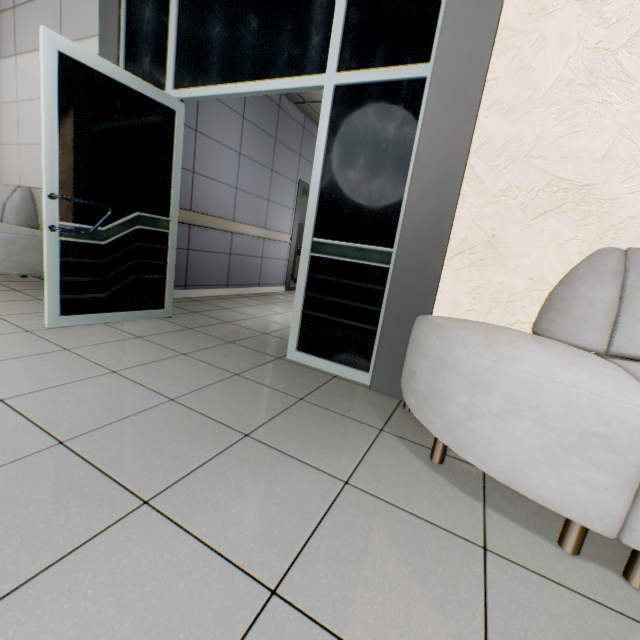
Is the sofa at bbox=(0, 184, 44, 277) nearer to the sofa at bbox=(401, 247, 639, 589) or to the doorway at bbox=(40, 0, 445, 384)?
the doorway at bbox=(40, 0, 445, 384)

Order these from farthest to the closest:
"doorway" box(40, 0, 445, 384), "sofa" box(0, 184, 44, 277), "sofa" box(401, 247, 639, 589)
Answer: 1. "sofa" box(0, 184, 44, 277)
2. "doorway" box(40, 0, 445, 384)
3. "sofa" box(401, 247, 639, 589)

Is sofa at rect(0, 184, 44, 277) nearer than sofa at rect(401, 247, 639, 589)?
No

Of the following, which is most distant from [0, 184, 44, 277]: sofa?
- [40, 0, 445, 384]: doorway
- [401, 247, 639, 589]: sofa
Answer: [401, 247, 639, 589]: sofa

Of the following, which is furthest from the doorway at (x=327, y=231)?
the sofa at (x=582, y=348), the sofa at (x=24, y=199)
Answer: the sofa at (x=24, y=199)

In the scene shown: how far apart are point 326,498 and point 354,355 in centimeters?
127cm

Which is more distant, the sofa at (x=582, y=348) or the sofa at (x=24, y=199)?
the sofa at (x=24, y=199)
